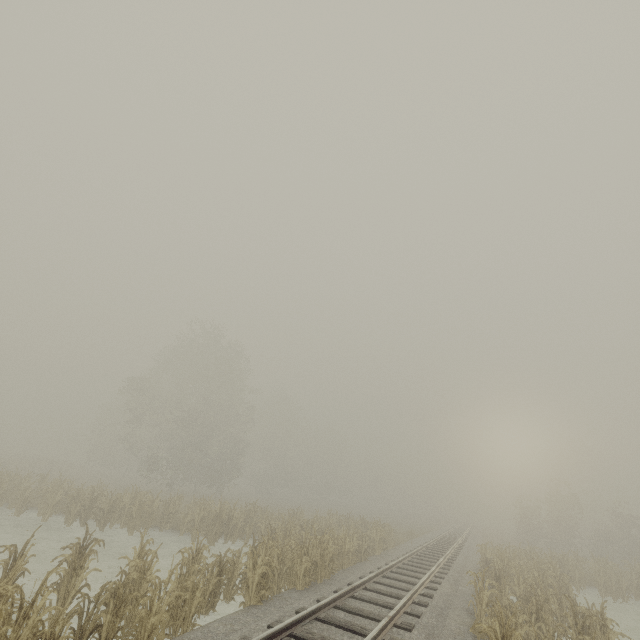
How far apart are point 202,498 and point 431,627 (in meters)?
15.80
